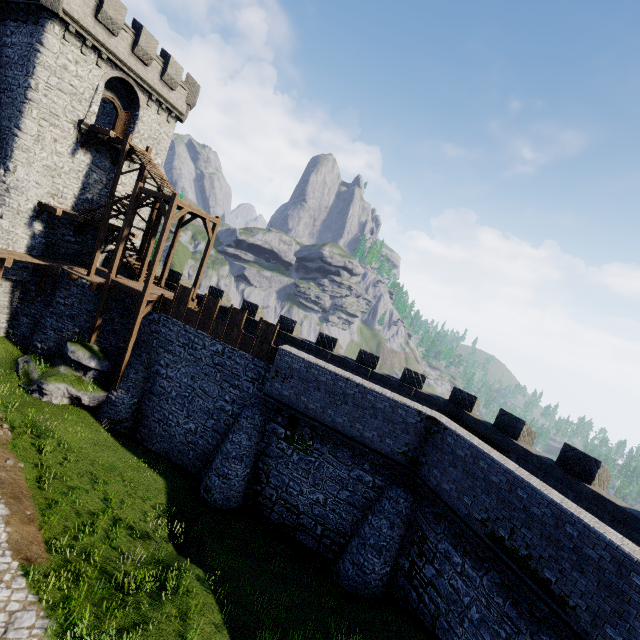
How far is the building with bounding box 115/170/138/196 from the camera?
25.12m

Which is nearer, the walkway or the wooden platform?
the walkway

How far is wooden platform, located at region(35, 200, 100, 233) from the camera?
20.0 meters

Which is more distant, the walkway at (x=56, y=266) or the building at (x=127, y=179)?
the building at (x=127, y=179)

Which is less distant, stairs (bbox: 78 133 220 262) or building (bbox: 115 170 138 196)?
stairs (bbox: 78 133 220 262)

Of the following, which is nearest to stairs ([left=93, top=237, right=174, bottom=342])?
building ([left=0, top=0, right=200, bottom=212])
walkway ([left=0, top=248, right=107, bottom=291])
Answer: walkway ([left=0, top=248, right=107, bottom=291])

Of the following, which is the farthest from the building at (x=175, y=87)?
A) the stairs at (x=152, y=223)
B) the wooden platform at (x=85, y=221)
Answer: the stairs at (x=152, y=223)

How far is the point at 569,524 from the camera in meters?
9.2 m
